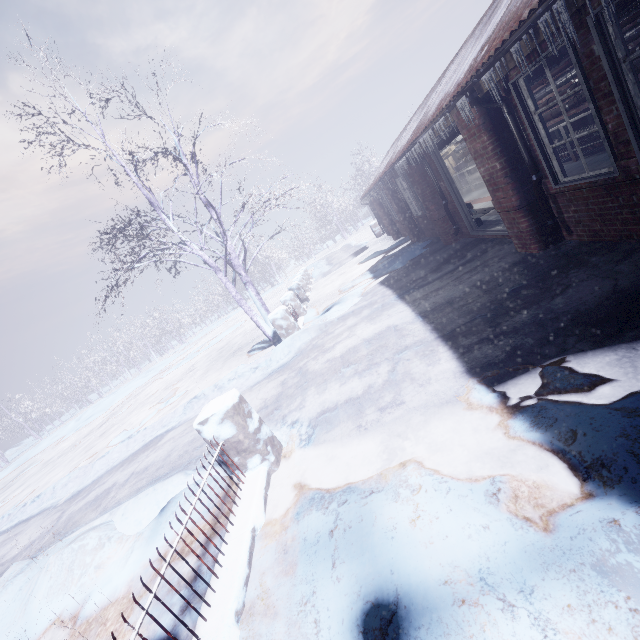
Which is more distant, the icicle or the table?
the table

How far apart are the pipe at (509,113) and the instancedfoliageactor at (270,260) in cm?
3633

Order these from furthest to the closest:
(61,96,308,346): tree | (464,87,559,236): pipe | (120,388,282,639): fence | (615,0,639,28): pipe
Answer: (61,96,308,346): tree < (464,87,559,236): pipe < (615,0,639,28): pipe < (120,388,282,639): fence

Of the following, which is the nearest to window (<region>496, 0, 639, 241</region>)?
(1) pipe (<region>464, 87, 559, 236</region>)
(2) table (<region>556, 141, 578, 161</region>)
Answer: (1) pipe (<region>464, 87, 559, 236</region>)

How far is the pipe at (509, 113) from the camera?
3.7m

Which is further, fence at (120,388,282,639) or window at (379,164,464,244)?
window at (379,164,464,244)

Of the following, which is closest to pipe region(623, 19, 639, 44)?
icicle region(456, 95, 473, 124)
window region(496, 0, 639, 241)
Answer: window region(496, 0, 639, 241)

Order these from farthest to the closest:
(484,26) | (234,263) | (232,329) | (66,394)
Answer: (66,394) < (232,329) < (234,263) < (484,26)
